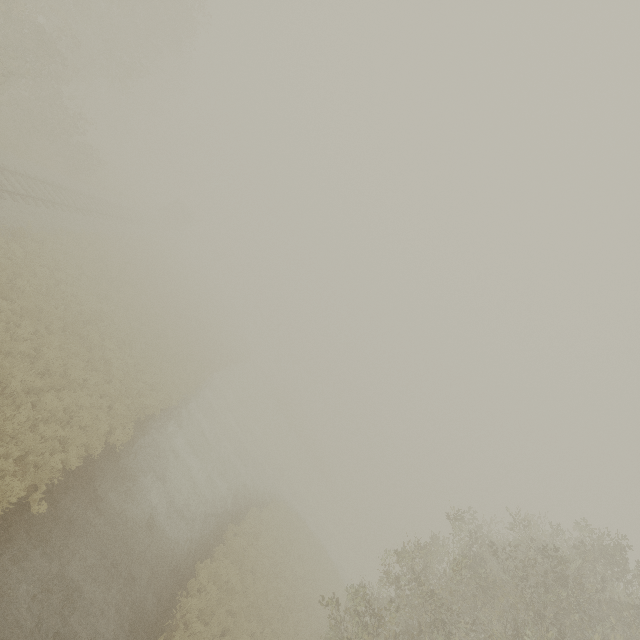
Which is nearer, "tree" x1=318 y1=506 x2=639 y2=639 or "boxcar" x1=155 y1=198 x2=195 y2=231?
"tree" x1=318 y1=506 x2=639 y2=639

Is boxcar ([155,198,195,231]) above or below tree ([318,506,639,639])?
below

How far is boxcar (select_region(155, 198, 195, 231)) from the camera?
50.22m

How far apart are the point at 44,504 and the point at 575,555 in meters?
16.8 m

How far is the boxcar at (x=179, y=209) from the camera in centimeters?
5022cm

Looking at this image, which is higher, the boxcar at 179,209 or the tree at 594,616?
the tree at 594,616
